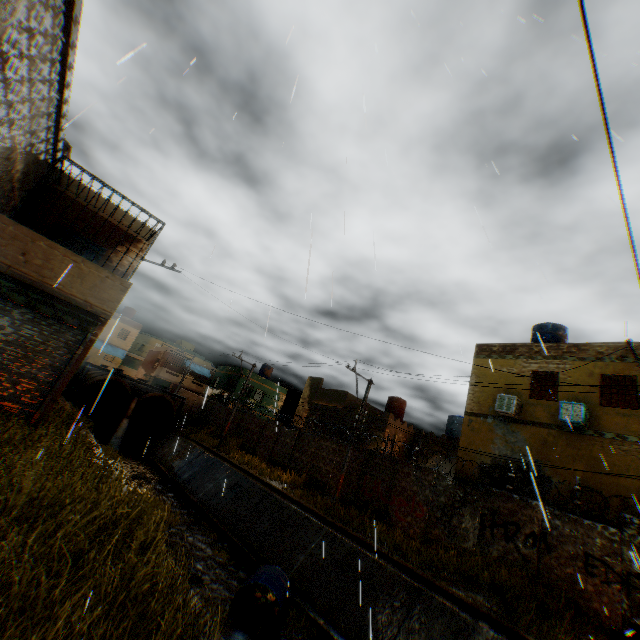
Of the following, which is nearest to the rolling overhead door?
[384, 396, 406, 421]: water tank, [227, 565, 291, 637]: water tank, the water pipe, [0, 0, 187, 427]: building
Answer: [0, 0, 187, 427]: building

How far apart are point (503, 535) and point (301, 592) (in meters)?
7.72

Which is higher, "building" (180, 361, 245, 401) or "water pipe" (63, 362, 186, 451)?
"building" (180, 361, 245, 401)

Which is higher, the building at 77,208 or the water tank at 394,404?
the water tank at 394,404

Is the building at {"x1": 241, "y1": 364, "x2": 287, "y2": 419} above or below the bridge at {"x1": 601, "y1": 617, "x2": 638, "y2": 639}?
above

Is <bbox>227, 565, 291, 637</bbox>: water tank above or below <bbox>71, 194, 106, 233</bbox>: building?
below

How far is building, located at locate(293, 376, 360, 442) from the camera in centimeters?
2575cm

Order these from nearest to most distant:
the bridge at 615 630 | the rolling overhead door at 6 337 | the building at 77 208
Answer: the bridge at 615 630 < the rolling overhead door at 6 337 < the building at 77 208
